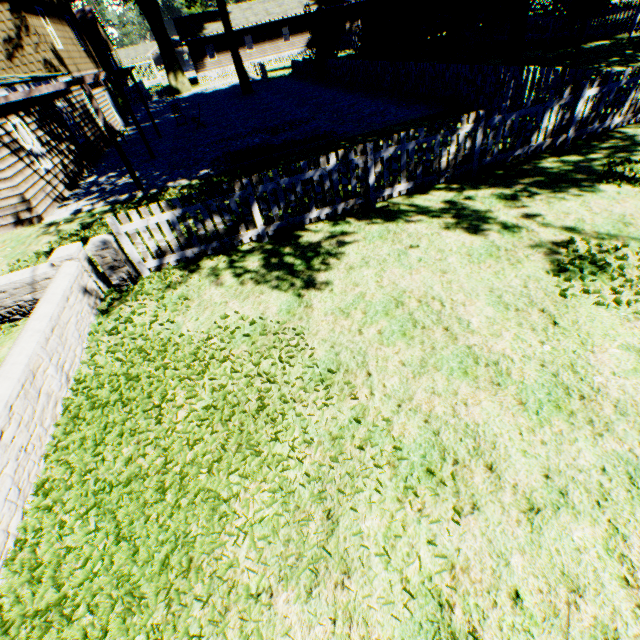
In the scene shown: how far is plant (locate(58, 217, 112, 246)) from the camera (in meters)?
8.59

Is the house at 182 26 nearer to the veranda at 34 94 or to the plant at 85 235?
the plant at 85 235

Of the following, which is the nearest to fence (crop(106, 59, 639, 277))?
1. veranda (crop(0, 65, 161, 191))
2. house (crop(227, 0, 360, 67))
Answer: house (crop(227, 0, 360, 67))

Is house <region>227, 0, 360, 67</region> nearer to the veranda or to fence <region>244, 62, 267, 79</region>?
fence <region>244, 62, 267, 79</region>

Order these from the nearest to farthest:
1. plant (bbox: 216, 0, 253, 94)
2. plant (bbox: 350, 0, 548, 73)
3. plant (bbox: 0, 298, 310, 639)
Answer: plant (bbox: 0, 298, 310, 639)
plant (bbox: 350, 0, 548, 73)
plant (bbox: 216, 0, 253, 94)

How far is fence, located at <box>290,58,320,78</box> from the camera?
25.1m

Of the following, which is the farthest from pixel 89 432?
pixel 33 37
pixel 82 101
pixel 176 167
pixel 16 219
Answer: pixel 82 101

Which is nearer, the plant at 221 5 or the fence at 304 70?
the plant at 221 5
